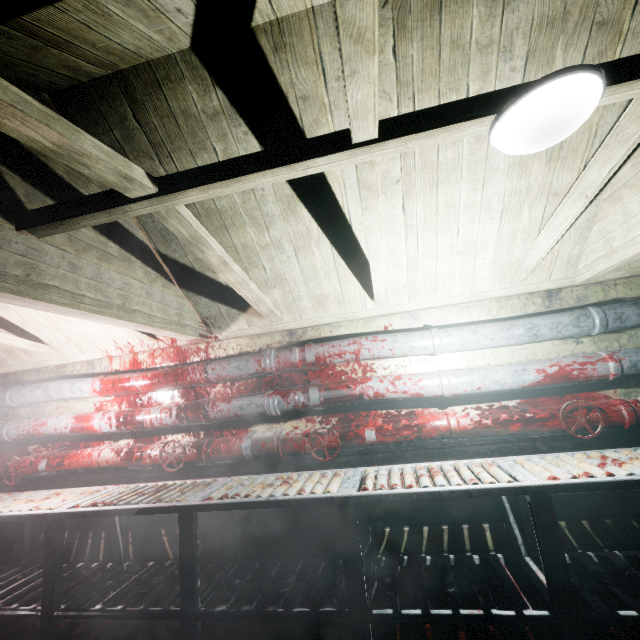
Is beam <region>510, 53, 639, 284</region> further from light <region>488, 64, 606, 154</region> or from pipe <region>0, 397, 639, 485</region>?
pipe <region>0, 397, 639, 485</region>

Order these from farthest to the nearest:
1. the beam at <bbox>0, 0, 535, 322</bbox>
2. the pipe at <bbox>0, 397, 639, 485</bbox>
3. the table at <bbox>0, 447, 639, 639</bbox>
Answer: the pipe at <bbox>0, 397, 639, 485</bbox> → the table at <bbox>0, 447, 639, 639</bbox> → the beam at <bbox>0, 0, 535, 322</bbox>

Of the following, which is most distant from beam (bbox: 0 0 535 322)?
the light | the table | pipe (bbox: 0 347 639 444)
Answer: the table

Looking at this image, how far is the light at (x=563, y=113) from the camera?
1.0 meters

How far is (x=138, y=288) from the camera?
2.2 meters

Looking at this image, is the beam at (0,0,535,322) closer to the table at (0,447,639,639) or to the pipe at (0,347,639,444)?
the pipe at (0,347,639,444)

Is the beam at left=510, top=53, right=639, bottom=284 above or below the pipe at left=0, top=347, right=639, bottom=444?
above

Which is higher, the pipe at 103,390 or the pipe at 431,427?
the pipe at 103,390
